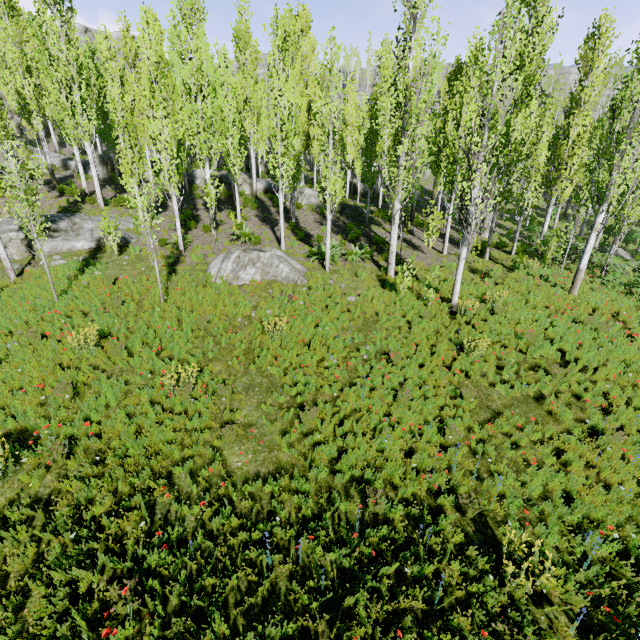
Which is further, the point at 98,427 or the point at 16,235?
the point at 16,235

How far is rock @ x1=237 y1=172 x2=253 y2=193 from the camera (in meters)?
26.06

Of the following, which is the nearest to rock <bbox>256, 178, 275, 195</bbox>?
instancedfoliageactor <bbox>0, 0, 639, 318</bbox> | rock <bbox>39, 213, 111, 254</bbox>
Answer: instancedfoliageactor <bbox>0, 0, 639, 318</bbox>

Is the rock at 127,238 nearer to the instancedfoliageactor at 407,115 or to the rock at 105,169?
the instancedfoliageactor at 407,115

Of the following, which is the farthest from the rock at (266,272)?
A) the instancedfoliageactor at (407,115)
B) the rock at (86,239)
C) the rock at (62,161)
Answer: the rock at (62,161)

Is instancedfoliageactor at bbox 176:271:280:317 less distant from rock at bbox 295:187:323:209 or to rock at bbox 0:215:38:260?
rock at bbox 295:187:323:209

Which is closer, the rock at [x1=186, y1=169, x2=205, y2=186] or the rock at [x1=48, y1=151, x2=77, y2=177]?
the rock at [x1=186, y1=169, x2=205, y2=186]
